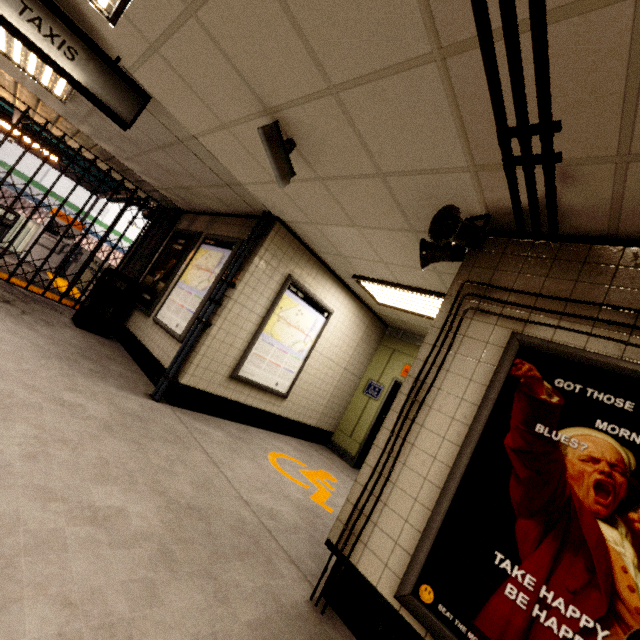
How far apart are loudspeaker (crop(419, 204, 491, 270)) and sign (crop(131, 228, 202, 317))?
4.35m

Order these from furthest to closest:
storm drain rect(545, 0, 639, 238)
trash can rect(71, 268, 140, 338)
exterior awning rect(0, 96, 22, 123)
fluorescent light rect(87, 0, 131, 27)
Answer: exterior awning rect(0, 96, 22, 123) → trash can rect(71, 268, 140, 338) → fluorescent light rect(87, 0, 131, 27) → storm drain rect(545, 0, 639, 238)

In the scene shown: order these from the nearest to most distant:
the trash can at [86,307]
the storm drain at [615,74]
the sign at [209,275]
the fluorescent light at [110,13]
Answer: the storm drain at [615,74], the fluorescent light at [110,13], the sign at [209,275], the trash can at [86,307]

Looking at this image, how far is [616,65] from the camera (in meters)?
1.30

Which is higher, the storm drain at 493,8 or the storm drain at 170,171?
the storm drain at 170,171

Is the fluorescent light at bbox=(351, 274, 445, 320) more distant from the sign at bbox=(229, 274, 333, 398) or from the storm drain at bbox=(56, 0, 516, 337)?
the sign at bbox=(229, 274, 333, 398)

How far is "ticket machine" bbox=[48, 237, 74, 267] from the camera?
10.42m

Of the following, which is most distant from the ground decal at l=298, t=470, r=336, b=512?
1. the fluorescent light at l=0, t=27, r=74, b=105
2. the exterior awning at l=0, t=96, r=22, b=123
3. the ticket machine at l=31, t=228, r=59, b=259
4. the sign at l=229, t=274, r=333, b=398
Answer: the ticket machine at l=31, t=228, r=59, b=259
